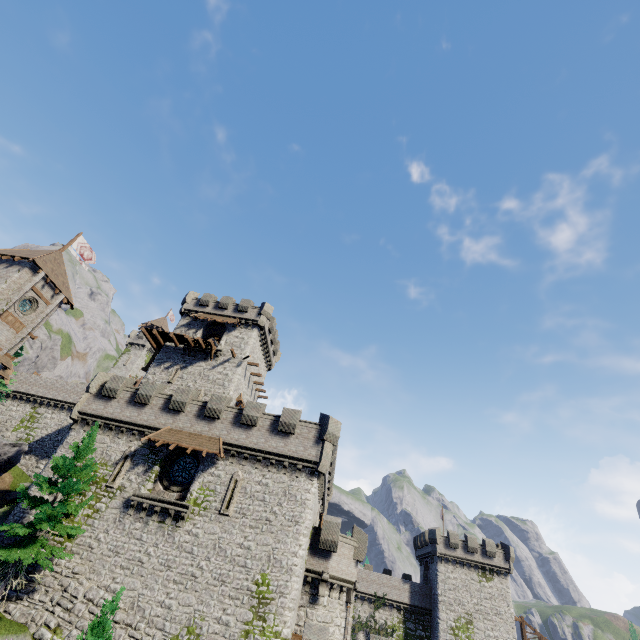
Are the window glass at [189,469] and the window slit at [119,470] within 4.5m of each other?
yes

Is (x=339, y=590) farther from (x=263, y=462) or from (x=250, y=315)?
(x=250, y=315)

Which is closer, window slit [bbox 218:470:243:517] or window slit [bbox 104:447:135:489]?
window slit [bbox 218:470:243:517]

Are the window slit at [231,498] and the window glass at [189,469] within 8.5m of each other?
yes

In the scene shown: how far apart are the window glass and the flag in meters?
31.5 m

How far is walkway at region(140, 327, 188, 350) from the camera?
35.3m

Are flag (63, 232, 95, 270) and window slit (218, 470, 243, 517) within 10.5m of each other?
no

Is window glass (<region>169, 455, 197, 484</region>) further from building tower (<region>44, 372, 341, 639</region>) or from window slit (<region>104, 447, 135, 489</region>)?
window slit (<region>104, 447, 135, 489</region>)
